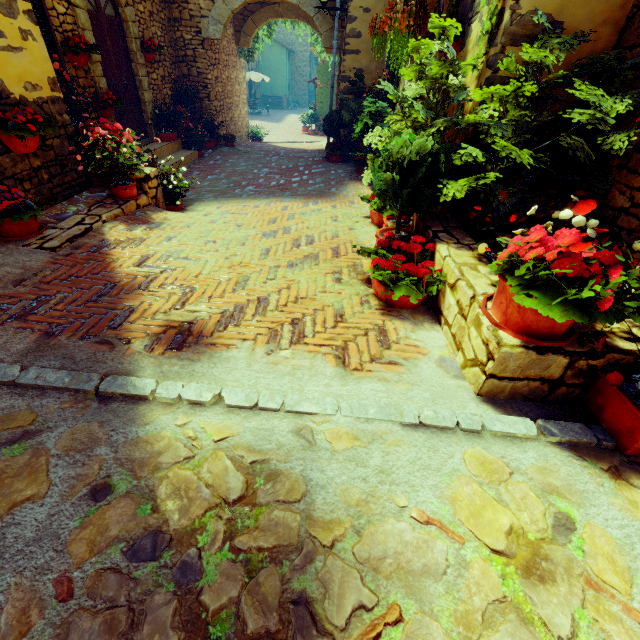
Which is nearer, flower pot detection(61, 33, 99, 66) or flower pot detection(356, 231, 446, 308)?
flower pot detection(356, 231, 446, 308)

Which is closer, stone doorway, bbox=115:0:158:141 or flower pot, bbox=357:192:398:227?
flower pot, bbox=357:192:398:227

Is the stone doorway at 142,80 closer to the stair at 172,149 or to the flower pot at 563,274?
the stair at 172,149

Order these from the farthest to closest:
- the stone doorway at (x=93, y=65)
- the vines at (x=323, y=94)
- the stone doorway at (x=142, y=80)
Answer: the vines at (x=323, y=94)
the stone doorway at (x=142, y=80)
the stone doorway at (x=93, y=65)

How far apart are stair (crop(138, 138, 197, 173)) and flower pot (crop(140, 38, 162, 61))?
1.63m

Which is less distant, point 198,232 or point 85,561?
point 85,561

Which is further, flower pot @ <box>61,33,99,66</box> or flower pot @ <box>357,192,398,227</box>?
flower pot @ <box>61,33,99,66</box>

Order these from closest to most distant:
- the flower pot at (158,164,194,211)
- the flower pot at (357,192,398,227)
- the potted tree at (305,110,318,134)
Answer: the flower pot at (357,192,398,227)
the flower pot at (158,164,194,211)
the potted tree at (305,110,318,134)
